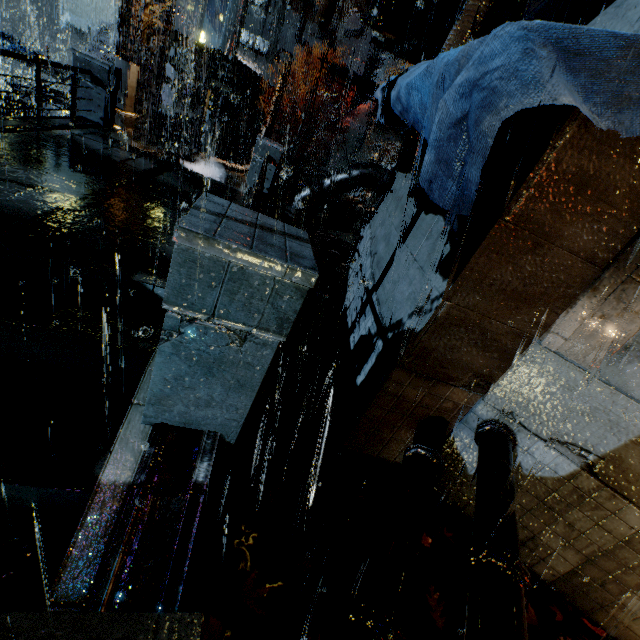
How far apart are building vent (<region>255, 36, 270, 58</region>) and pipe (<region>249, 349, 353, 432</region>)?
57.72m

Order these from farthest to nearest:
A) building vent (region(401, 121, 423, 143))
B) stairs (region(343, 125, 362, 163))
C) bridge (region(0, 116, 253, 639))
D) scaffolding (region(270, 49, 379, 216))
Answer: stairs (region(343, 125, 362, 163)) → scaffolding (region(270, 49, 379, 216)) → building vent (region(401, 121, 423, 143)) → bridge (region(0, 116, 253, 639))

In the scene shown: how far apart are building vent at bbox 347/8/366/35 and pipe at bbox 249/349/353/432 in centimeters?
5703cm

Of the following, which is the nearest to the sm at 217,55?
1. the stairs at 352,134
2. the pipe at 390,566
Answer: the stairs at 352,134

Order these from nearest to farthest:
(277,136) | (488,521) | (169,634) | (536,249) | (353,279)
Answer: (169,634)
(488,521)
(536,249)
(353,279)
(277,136)

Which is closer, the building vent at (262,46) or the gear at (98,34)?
the gear at (98,34)

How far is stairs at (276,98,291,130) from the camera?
45.0 meters

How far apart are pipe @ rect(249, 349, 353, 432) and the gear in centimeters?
5041cm
